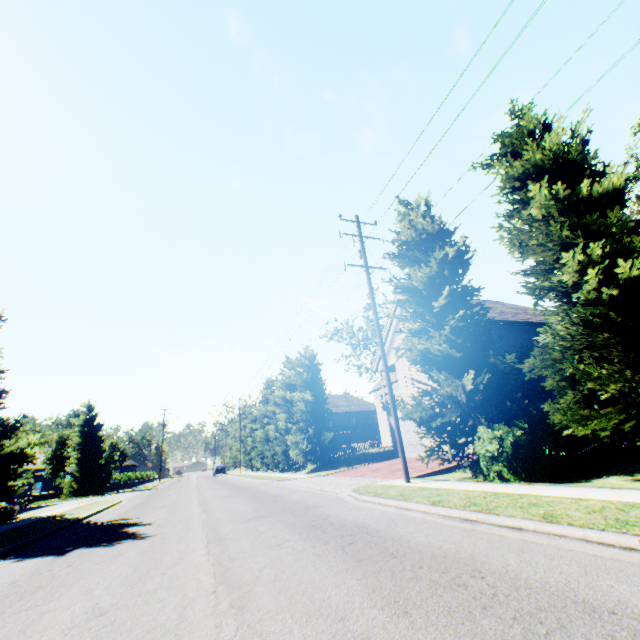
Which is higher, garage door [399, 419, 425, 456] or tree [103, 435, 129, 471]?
tree [103, 435, 129, 471]

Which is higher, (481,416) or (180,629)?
(481,416)

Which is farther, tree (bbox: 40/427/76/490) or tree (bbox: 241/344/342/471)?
tree (bbox: 40/427/76/490)

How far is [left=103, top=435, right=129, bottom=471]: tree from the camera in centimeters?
4028cm

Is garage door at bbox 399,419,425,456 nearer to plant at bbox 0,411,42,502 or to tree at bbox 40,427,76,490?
tree at bbox 40,427,76,490

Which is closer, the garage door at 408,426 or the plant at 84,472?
the garage door at 408,426

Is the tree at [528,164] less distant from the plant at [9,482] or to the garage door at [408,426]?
the plant at [9,482]
